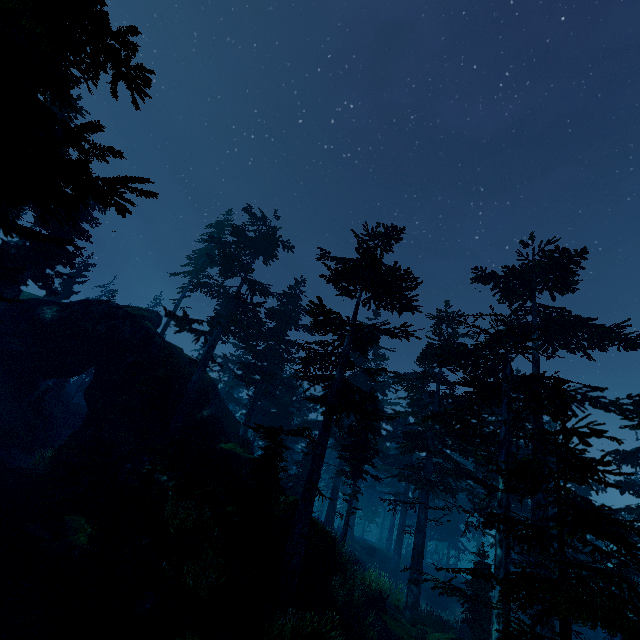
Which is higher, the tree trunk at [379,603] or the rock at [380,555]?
the tree trunk at [379,603]

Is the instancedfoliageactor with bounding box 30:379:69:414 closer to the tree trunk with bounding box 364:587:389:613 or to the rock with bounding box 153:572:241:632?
the rock with bounding box 153:572:241:632

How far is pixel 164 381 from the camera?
26.5 meters

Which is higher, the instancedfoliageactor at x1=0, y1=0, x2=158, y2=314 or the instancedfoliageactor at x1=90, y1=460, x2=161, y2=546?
the instancedfoliageactor at x1=0, y1=0, x2=158, y2=314

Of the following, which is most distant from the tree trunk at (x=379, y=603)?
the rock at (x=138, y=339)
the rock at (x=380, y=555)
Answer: the rock at (x=380, y=555)

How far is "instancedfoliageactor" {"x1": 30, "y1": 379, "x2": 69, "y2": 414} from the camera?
35.69m

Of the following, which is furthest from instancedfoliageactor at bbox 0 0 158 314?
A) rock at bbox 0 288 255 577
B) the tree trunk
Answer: the tree trunk

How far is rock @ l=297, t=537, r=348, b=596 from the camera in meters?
15.6
